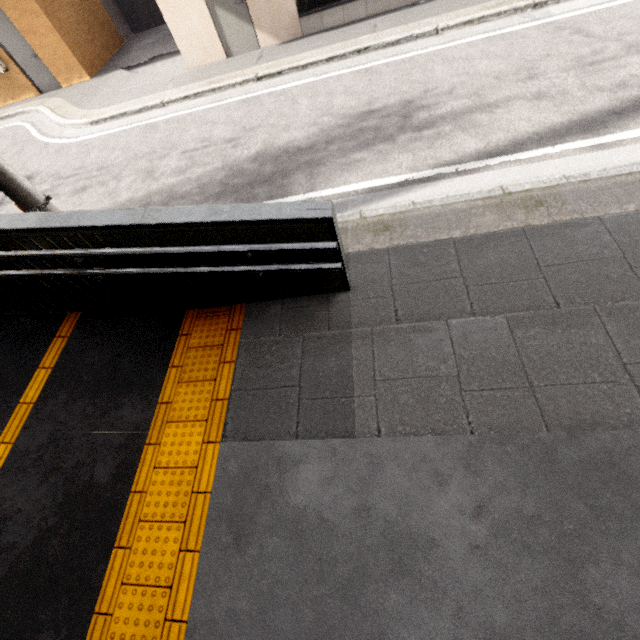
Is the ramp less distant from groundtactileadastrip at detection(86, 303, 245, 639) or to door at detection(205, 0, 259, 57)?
groundtactileadastrip at detection(86, 303, 245, 639)

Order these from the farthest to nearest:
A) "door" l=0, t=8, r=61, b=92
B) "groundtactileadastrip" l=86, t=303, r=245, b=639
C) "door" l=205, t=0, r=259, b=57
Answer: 1. "door" l=0, t=8, r=61, b=92
2. "door" l=205, t=0, r=259, b=57
3. "groundtactileadastrip" l=86, t=303, r=245, b=639

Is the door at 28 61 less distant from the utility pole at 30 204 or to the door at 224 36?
the door at 224 36

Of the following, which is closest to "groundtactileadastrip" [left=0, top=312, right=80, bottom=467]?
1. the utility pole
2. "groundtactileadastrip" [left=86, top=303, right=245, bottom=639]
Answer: the utility pole

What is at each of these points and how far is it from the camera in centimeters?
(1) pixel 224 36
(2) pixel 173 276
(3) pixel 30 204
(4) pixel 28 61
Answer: (1) door, 758cm
(2) ramp, 303cm
(3) utility pole, 311cm
(4) door, 962cm

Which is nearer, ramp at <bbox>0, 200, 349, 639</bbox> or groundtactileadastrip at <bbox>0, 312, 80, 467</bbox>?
ramp at <bbox>0, 200, 349, 639</bbox>

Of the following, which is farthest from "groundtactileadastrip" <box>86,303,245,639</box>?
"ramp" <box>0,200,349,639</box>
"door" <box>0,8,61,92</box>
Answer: "door" <box>0,8,61,92</box>

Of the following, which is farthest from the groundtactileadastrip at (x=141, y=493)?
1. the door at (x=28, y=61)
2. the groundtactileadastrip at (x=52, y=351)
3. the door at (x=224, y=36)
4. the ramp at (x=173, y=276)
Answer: the door at (x=28, y=61)
